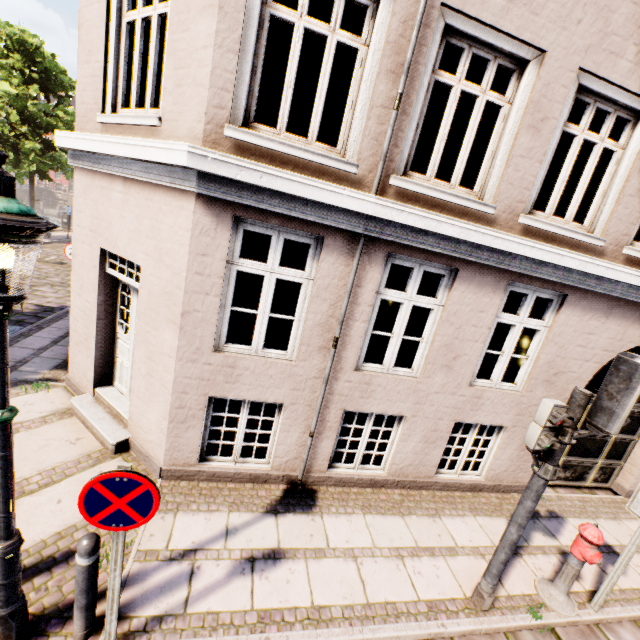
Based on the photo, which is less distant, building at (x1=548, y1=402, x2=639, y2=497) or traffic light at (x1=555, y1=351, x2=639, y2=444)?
traffic light at (x1=555, y1=351, x2=639, y2=444)

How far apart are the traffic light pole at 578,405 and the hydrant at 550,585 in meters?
1.9 m

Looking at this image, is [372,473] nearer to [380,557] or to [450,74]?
[380,557]

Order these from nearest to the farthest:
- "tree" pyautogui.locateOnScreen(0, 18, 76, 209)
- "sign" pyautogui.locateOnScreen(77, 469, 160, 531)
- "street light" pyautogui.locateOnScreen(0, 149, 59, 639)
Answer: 1. "street light" pyautogui.locateOnScreen(0, 149, 59, 639)
2. "sign" pyautogui.locateOnScreen(77, 469, 160, 531)
3. "tree" pyautogui.locateOnScreen(0, 18, 76, 209)

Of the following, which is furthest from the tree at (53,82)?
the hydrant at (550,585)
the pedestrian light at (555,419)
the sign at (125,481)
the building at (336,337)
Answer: the hydrant at (550,585)

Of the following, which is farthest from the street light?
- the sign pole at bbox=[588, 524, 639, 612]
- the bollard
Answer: the sign pole at bbox=[588, 524, 639, 612]

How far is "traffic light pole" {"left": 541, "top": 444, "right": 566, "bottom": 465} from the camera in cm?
331

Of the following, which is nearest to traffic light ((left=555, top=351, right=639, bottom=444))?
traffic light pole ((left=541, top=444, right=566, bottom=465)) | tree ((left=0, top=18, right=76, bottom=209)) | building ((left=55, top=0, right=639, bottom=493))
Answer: traffic light pole ((left=541, top=444, right=566, bottom=465))
